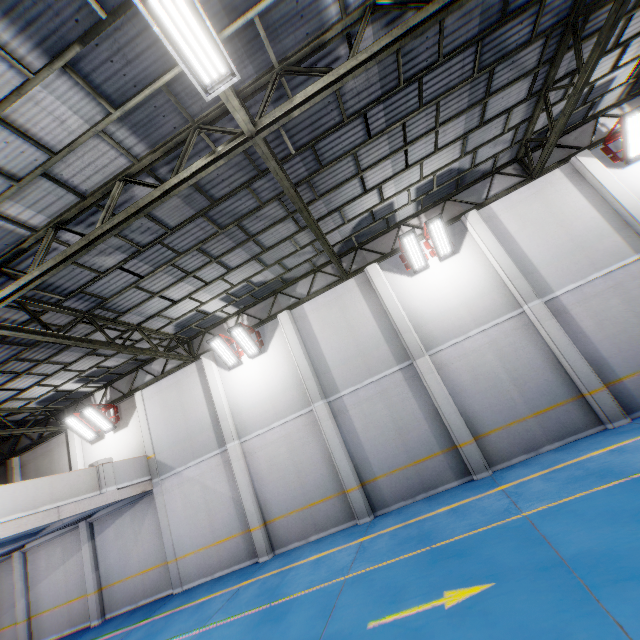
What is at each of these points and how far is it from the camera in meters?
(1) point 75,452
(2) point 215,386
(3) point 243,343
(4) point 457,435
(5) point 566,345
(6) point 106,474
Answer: (1) cement column, 14.9
(2) cement column, 13.2
(3) light, 12.8
(4) cement column, 10.2
(5) cement column, 9.8
(6) cement column, 11.8

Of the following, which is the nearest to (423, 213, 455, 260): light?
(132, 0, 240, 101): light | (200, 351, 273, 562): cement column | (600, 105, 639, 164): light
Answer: (600, 105, 639, 164): light

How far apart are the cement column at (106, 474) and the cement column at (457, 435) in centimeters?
1173cm

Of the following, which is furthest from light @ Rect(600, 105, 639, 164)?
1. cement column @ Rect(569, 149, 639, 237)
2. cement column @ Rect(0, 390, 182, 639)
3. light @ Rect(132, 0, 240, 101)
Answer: cement column @ Rect(0, 390, 182, 639)

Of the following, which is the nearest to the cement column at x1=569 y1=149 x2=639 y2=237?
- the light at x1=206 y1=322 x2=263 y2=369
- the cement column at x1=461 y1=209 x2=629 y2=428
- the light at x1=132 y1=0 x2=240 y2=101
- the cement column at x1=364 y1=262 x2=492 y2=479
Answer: the cement column at x1=461 y1=209 x2=629 y2=428

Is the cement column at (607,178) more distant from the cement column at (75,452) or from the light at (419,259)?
the cement column at (75,452)

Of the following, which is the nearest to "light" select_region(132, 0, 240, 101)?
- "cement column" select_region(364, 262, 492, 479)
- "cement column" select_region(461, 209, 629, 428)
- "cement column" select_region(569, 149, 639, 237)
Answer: "cement column" select_region(364, 262, 492, 479)

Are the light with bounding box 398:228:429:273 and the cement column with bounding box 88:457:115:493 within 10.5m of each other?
no
